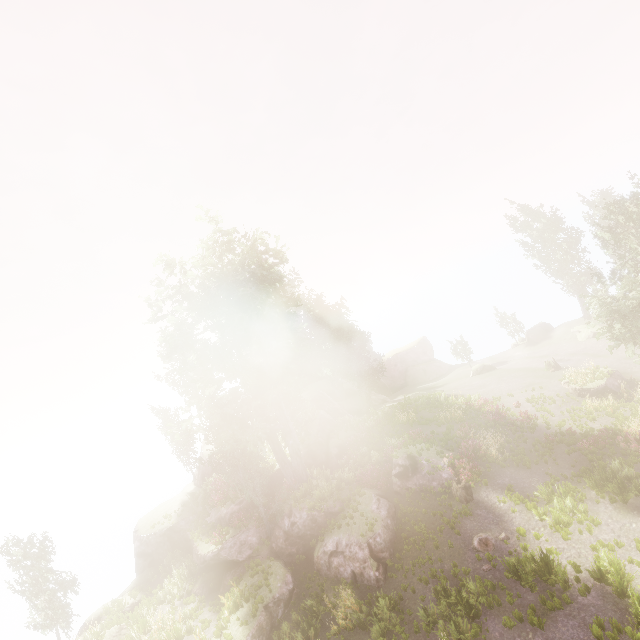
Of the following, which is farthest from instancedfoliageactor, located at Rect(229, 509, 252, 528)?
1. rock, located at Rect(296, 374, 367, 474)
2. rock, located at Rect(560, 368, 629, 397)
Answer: rock, located at Rect(560, 368, 629, 397)

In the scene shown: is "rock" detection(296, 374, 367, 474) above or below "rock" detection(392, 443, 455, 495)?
above

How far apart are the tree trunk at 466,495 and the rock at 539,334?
32.24m

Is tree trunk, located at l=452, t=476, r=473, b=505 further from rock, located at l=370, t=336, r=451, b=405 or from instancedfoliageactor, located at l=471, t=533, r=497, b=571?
rock, located at l=370, t=336, r=451, b=405

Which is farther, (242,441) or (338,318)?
(338,318)

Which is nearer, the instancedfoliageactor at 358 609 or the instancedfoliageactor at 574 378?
the instancedfoliageactor at 358 609

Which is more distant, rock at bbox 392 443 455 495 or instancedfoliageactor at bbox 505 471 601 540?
rock at bbox 392 443 455 495

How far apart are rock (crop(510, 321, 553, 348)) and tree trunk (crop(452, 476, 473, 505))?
32.2 meters
